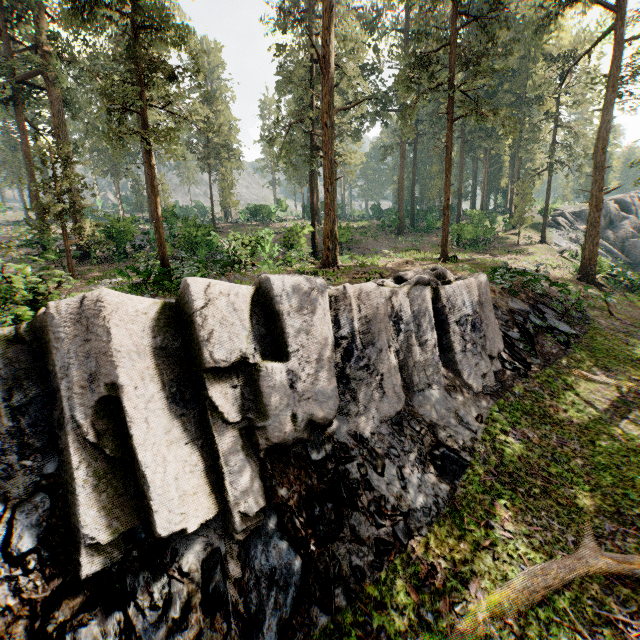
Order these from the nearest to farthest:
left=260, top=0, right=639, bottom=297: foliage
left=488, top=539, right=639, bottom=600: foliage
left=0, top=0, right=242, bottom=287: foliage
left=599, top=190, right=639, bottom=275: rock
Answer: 1. left=488, top=539, right=639, bottom=600: foliage
2. left=0, top=0, right=242, bottom=287: foliage
3. left=260, top=0, right=639, bottom=297: foliage
4. left=599, top=190, right=639, bottom=275: rock

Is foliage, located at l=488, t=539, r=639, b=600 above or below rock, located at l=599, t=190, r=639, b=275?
below

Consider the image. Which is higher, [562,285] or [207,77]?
[207,77]

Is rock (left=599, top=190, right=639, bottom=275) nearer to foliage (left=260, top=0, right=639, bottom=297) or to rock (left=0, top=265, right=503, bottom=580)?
foliage (left=260, top=0, right=639, bottom=297)

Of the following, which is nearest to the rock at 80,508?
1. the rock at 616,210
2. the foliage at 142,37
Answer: the foliage at 142,37

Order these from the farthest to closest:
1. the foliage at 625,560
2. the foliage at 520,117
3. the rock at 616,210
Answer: A:
the rock at 616,210
the foliage at 520,117
the foliage at 625,560

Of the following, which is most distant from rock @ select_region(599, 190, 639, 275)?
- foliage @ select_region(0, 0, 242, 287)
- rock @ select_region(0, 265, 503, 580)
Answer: rock @ select_region(0, 265, 503, 580)
